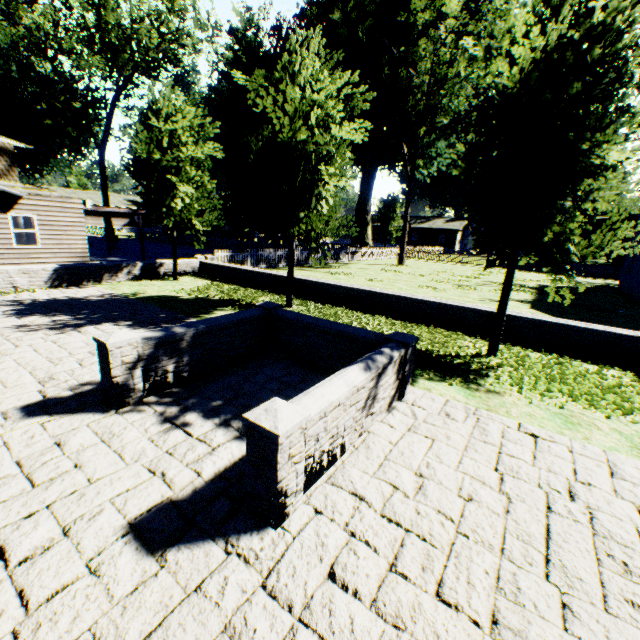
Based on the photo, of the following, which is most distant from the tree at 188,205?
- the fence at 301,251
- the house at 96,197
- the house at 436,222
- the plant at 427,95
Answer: the house at 96,197

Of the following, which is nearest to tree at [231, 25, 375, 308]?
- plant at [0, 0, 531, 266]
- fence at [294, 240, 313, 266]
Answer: fence at [294, 240, 313, 266]

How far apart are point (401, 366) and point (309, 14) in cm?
2585

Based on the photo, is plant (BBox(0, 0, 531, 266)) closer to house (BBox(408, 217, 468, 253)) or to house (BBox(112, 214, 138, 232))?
house (BBox(408, 217, 468, 253))

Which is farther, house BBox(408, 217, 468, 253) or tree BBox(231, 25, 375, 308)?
house BBox(408, 217, 468, 253)

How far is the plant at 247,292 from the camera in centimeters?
1125cm

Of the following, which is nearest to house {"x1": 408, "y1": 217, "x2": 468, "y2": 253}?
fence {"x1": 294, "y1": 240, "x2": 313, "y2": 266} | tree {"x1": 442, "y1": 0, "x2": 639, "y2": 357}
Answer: fence {"x1": 294, "y1": 240, "x2": 313, "y2": 266}

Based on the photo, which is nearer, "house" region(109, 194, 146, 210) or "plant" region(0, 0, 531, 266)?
"plant" region(0, 0, 531, 266)
